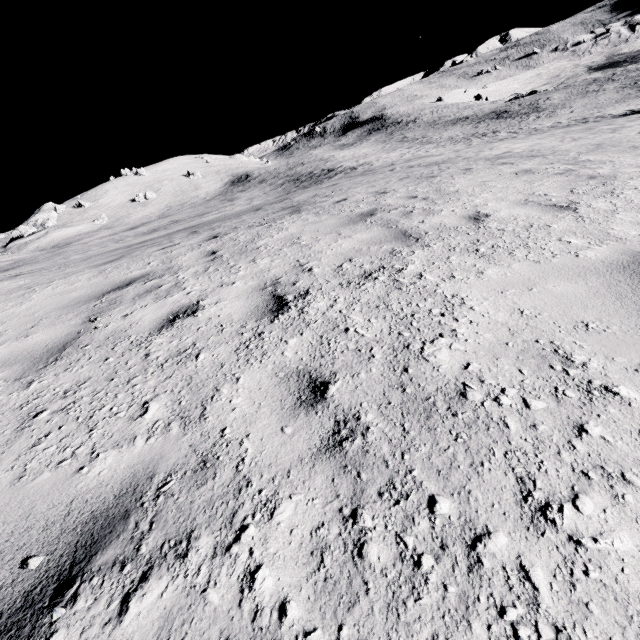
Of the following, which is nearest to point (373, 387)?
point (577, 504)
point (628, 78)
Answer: point (577, 504)
